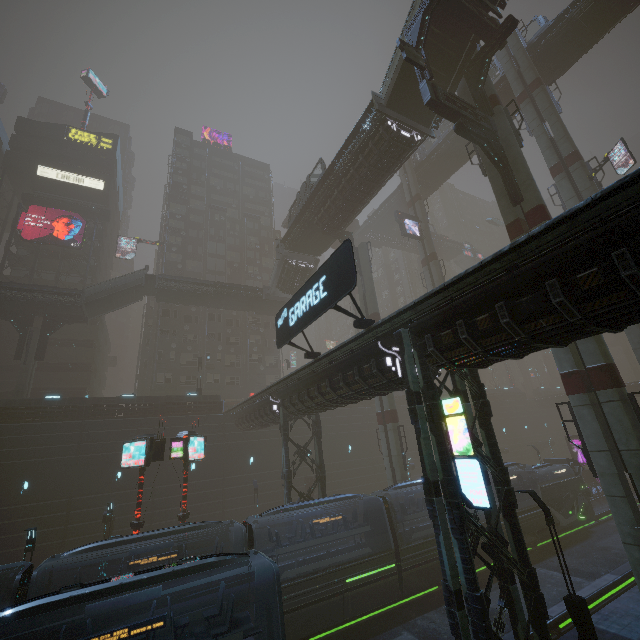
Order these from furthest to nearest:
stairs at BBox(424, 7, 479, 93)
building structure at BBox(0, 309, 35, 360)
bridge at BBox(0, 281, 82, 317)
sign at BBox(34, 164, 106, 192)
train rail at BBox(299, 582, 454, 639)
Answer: sign at BBox(34, 164, 106, 192) → building structure at BBox(0, 309, 35, 360) → bridge at BBox(0, 281, 82, 317) → stairs at BBox(424, 7, 479, 93) → train rail at BBox(299, 582, 454, 639)

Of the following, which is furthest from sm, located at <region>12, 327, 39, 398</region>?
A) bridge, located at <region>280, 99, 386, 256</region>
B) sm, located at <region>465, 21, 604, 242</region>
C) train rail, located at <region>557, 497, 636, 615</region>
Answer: sm, located at <region>465, 21, 604, 242</region>

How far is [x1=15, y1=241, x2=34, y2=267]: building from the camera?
40.16m

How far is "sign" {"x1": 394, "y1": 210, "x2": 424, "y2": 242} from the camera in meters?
38.1 m

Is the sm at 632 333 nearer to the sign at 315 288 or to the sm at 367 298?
the sign at 315 288

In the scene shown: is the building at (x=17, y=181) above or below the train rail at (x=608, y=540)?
above

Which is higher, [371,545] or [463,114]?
[463,114]

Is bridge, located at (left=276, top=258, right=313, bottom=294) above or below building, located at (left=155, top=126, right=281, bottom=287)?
below
